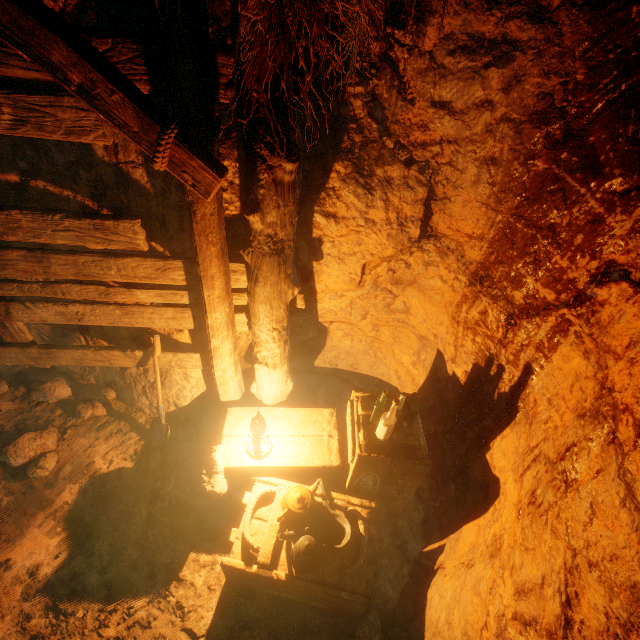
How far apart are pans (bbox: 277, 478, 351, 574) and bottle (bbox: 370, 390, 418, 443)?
0.6 meters

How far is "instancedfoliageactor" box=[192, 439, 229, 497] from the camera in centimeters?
261cm

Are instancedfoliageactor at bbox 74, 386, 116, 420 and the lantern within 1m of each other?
no

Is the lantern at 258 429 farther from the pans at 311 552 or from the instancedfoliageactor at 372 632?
the instancedfoliageactor at 372 632

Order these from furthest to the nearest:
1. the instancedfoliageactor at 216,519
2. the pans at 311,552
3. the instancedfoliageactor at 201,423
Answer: the instancedfoliageactor at 201,423
the instancedfoliageactor at 216,519
the pans at 311,552

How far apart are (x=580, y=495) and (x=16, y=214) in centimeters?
351cm

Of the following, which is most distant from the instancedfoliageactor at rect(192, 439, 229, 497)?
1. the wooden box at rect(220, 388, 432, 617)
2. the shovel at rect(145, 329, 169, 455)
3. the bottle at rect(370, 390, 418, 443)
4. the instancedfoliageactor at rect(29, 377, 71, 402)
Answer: the instancedfoliageactor at rect(29, 377, 71, 402)

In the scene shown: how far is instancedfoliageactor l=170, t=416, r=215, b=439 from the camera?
3.39m
